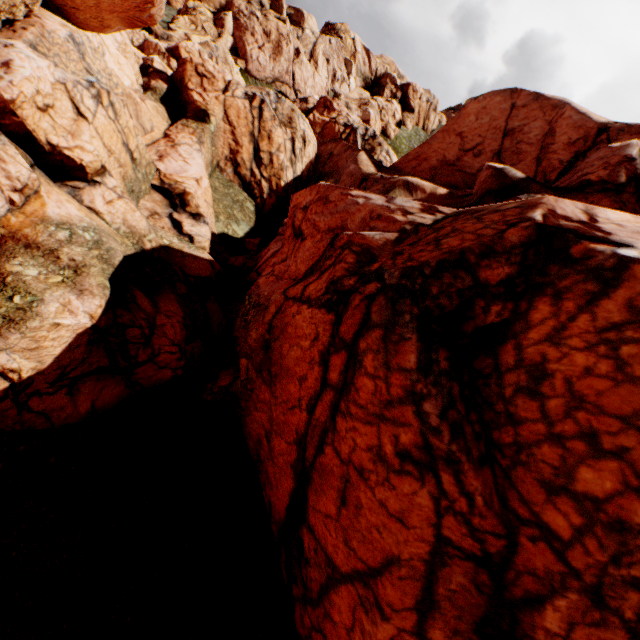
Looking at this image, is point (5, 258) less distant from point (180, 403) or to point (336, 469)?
point (180, 403)
